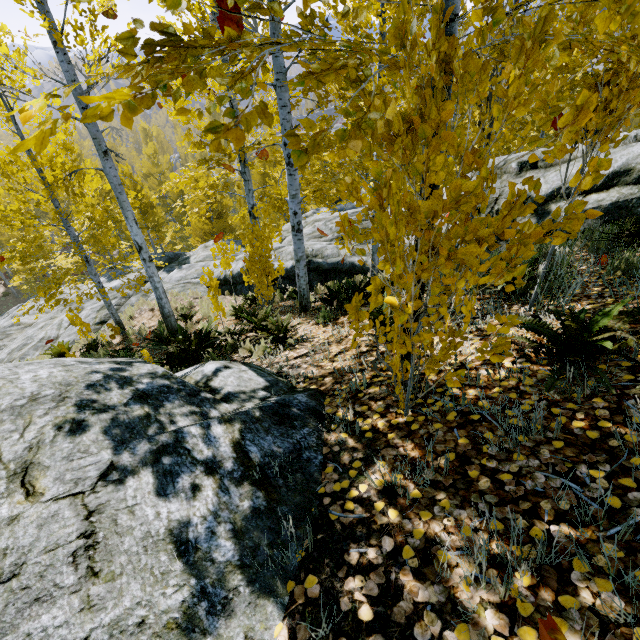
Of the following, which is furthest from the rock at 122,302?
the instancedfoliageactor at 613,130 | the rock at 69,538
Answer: the rock at 69,538

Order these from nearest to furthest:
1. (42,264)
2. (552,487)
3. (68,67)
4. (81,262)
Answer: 1. (552,487)
2. (68,67)
3. (42,264)
4. (81,262)

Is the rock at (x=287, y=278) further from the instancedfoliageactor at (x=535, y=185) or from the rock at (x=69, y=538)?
the rock at (x=69, y=538)

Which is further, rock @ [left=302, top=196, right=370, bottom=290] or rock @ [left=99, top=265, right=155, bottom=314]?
rock @ [left=99, top=265, right=155, bottom=314]

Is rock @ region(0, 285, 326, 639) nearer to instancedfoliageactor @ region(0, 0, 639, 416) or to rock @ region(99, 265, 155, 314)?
instancedfoliageactor @ region(0, 0, 639, 416)
